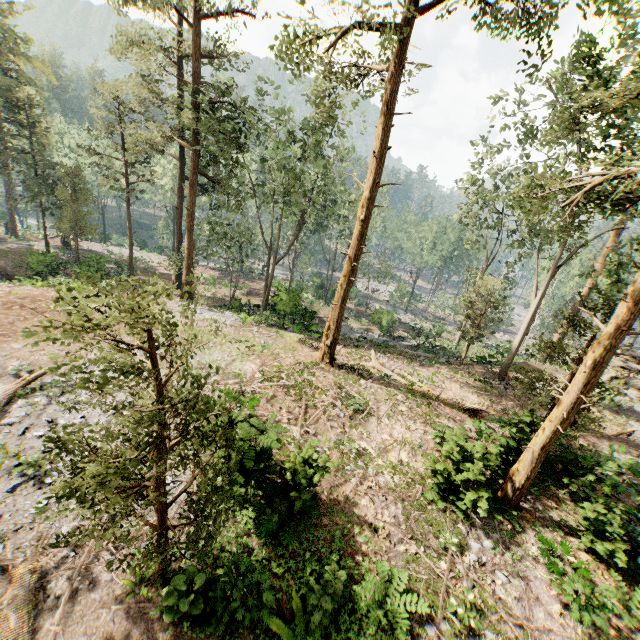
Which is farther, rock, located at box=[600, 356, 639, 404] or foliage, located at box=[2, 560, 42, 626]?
rock, located at box=[600, 356, 639, 404]

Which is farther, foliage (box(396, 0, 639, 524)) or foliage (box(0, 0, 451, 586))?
foliage (box(396, 0, 639, 524))

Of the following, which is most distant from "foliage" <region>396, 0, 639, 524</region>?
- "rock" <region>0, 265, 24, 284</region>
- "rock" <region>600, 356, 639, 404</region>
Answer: "rock" <region>0, 265, 24, 284</region>

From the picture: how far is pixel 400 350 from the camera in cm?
2522

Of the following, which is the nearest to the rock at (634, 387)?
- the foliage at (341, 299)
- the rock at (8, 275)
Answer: the foliage at (341, 299)

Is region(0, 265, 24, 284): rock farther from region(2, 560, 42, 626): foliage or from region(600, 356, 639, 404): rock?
region(600, 356, 639, 404): rock
